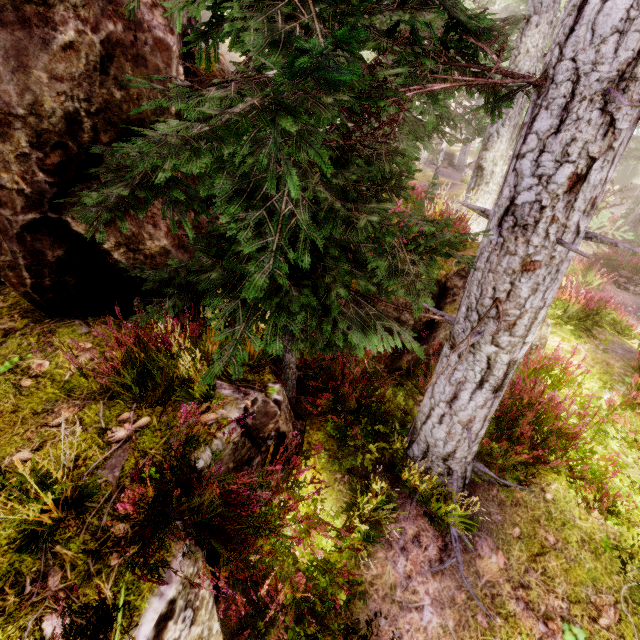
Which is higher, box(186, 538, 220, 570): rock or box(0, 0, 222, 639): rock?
box(0, 0, 222, 639): rock

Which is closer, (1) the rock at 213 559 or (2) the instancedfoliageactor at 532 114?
(2) the instancedfoliageactor at 532 114

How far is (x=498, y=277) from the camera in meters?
2.9

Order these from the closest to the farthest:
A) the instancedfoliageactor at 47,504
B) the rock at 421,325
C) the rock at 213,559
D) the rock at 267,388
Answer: the instancedfoliageactor at 47,504 → the rock at 213,559 → the rock at 267,388 → the rock at 421,325

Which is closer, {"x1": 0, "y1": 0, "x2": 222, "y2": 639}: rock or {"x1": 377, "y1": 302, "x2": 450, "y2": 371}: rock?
{"x1": 0, "y1": 0, "x2": 222, "y2": 639}: rock

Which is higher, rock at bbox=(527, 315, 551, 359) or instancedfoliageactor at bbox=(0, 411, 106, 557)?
instancedfoliageactor at bbox=(0, 411, 106, 557)

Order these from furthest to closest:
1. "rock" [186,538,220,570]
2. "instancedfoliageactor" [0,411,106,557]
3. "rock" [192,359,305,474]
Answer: "rock" [192,359,305,474] → "rock" [186,538,220,570] → "instancedfoliageactor" [0,411,106,557]
